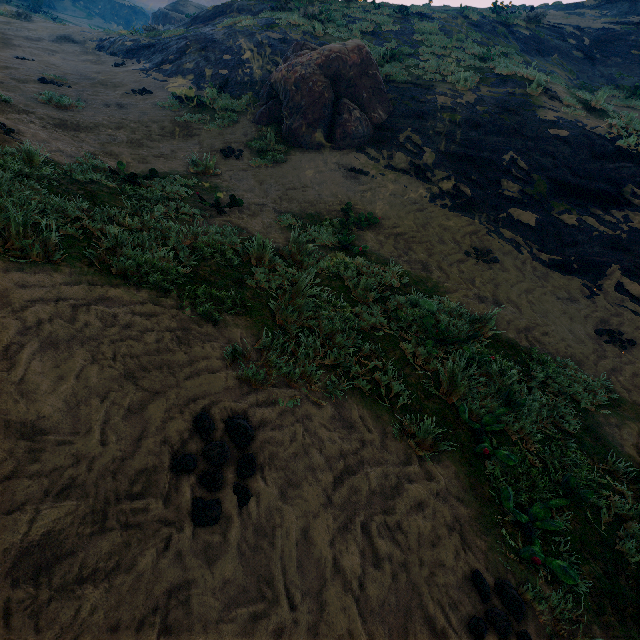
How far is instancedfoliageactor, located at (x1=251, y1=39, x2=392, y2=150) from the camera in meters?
9.2

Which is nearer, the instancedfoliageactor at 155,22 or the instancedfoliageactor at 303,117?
the instancedfoliageactor at 303,117

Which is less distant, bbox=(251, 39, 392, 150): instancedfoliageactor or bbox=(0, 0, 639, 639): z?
bbox=(0, 0, 639, 639): z

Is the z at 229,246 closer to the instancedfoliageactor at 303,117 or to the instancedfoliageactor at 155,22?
the instancedfoliageactor at 303,117

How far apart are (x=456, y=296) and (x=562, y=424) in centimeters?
257cm

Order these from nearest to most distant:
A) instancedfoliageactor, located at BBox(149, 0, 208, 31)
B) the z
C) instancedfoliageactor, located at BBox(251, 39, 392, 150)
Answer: the z → instancedfoliageactor, located at BBox(251, 39, 392, 150) → instancedfoliageactor, located at BBox(149, 0, 208, 31)

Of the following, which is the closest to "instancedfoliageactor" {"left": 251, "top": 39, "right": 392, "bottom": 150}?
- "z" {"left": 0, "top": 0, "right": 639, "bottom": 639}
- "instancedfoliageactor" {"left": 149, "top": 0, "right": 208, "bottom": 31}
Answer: "z" {"left": 0, "top": 0, "right": 639, "bottom": 639}

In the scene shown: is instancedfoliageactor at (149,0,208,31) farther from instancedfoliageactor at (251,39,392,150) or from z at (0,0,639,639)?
instancedfoliageactor at (251,39,392,150)
